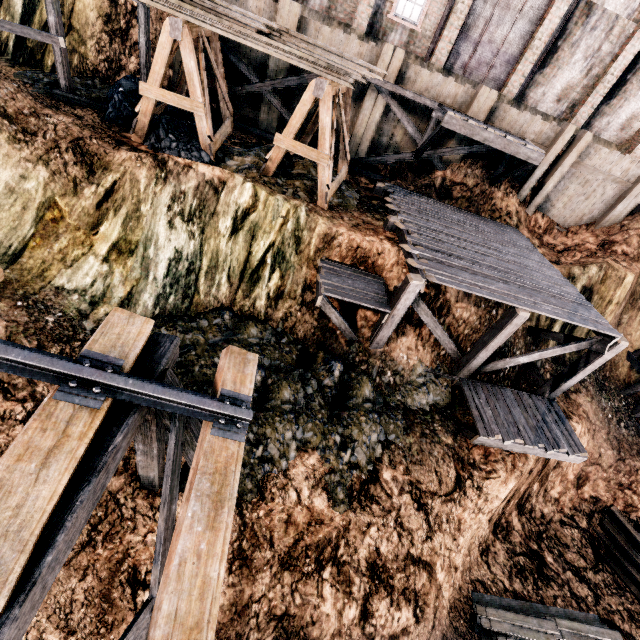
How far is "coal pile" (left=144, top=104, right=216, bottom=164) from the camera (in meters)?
11.97

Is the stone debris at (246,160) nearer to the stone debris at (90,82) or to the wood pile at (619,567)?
the stone debris at (90,82)

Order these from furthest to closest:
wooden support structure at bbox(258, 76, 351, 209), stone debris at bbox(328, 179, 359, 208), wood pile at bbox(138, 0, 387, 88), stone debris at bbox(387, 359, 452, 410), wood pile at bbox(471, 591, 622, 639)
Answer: stone debris at bbox(328, 179, 359, 208) < stone debris at bbox(387, 359, 452, 410) < wood pile at bbox(471, 591, 622, 639) < wooden support structure at bbox(258, 76, 351, 209) < wood pile at bbox(138, 0, 387, 88)

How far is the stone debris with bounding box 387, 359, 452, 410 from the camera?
12.1 meters

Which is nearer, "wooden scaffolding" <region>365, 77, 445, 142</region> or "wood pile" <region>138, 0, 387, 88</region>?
"wood pile" <region>138, 0, 387, 88</region>

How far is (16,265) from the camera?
9.2m

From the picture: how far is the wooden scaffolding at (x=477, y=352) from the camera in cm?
1098
